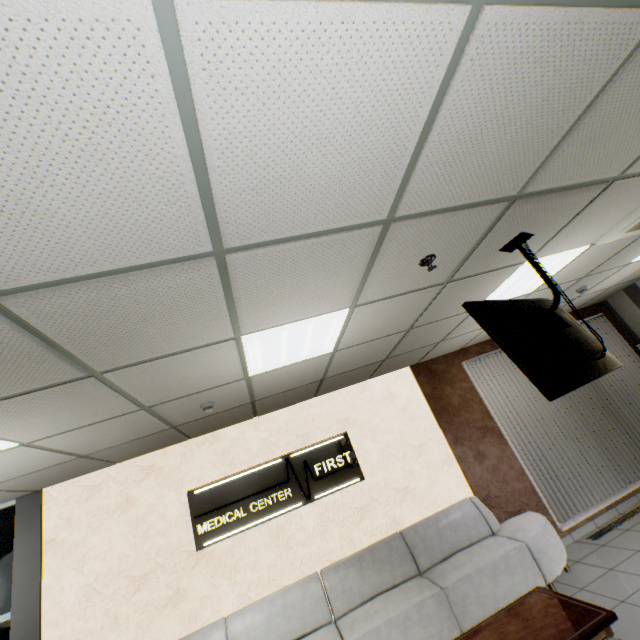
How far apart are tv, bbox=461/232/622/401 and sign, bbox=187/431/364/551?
3.2m

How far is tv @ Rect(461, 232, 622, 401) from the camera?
2.2 meters

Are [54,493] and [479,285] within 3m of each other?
no

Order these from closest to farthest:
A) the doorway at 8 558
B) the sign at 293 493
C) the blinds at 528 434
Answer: the doorway at 8 558
the sign at 293 493
the blinds at 528 434

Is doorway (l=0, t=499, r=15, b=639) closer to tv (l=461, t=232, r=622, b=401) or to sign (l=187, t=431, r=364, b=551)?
sign (l=187, t=431, r=364, b=551)

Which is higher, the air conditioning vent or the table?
the air conditioning vent

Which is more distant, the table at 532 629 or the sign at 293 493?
the sign at 293 493
